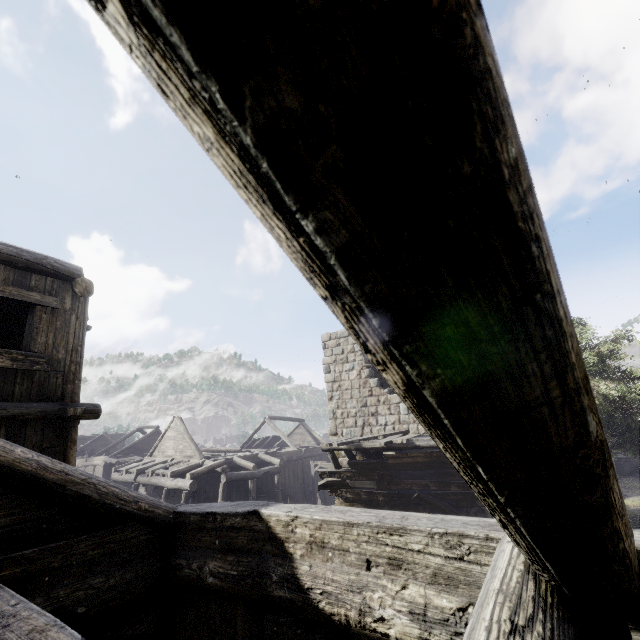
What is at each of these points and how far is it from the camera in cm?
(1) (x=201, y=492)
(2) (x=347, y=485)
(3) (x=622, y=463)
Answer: (1) building, 2072
(2) wooden plank rubble, 1313
(3) building base, 3111

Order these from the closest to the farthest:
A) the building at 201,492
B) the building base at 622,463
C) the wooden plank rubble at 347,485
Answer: the building at 201,492 → the wooden plank rubble at 347,485 → the building base at 622,463

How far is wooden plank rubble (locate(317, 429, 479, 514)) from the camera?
11.11m

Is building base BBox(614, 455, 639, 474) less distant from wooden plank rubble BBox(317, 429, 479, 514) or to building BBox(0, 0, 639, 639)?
building BBox(0, 0, 639, 639)

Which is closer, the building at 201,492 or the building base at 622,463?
the building at 201,492

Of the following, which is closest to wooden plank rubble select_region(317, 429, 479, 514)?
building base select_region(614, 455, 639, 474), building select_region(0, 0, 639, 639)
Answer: building select_region(0, 0, 639, 639)

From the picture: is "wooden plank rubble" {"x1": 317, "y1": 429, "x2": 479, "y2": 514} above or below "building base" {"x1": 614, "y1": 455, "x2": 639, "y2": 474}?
above
